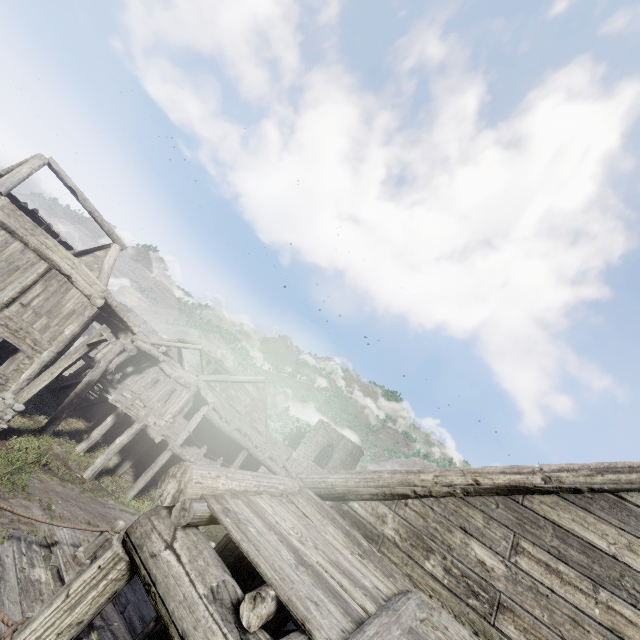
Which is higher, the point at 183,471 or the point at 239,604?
the point at 183,471

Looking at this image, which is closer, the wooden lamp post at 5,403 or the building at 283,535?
the building at 283,535

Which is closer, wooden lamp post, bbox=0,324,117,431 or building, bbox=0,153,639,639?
building, bbox=0,153,639,639
